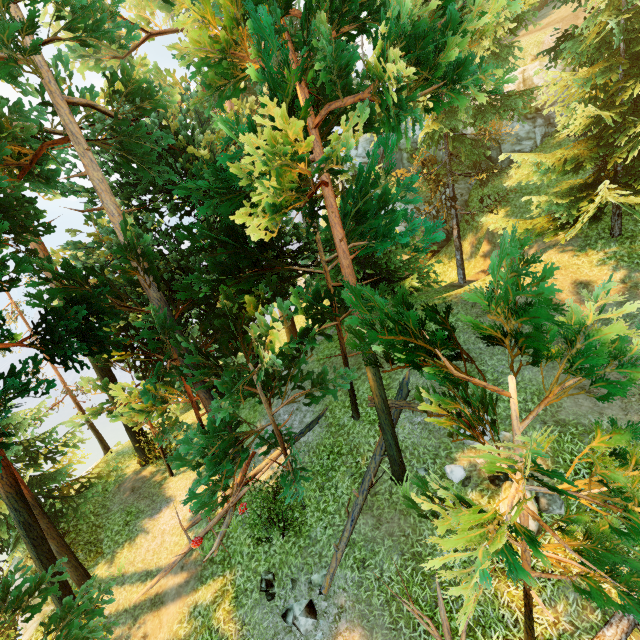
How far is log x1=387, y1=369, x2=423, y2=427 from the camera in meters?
10.8

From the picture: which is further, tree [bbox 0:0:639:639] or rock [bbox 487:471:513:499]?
rock [bbox 487:471:513:499]

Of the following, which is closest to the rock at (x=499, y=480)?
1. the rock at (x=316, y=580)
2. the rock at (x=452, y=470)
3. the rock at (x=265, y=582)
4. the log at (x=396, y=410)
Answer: the rock at (x=452, y=470)

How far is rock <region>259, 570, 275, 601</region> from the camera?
9.03m

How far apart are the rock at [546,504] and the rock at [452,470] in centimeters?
53cm

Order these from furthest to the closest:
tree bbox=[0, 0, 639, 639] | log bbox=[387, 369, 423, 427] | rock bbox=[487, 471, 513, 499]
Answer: log bbox=[387, 369, 423, 427], rock bbox=[487, 471, 513, 499], tree bbox=[0, 0, 639, 639]

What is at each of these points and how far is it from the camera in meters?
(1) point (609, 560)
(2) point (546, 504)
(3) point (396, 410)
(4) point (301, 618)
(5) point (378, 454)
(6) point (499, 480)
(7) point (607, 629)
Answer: (1) tree, 4.9
(2) rock, 7.4
(3) log, 11.0
(4) rock, 8.1
(5) log, 10.3
(6) rock, 8.4
(7) log, 5.9

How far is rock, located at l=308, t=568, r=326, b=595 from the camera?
8.6 meters
